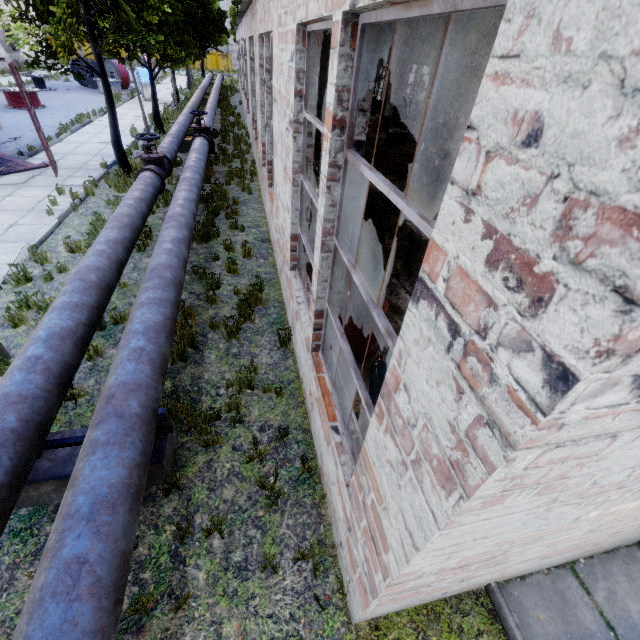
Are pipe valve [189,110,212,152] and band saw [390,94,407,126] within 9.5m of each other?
no

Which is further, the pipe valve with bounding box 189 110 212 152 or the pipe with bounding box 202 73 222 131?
the pipe with bounding box 202 73 222 131

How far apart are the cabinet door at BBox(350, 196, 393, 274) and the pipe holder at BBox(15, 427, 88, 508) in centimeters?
519cm

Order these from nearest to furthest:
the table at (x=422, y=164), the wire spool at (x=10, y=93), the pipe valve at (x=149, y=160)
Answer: the pipe valve at (x=149, y=160) → the table at (x=422, y=164) → the wire spool at (x=10, y=93)

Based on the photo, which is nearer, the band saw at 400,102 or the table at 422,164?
the table at 422,164

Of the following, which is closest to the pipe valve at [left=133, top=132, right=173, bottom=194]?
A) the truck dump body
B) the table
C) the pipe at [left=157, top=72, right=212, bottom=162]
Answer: the pipe at [left=157, top=72, right=212, bottom=162]

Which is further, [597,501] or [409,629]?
[409,629]

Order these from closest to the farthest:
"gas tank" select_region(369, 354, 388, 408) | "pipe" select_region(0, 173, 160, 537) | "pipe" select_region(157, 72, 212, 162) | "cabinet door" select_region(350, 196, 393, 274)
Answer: "pipe" select_region(0, 173, 160, 537)
"gas tank" select_region(369, 354, 388, 408)
"cabinet door" select_region(350, 196, 393, 274)
"pipe" select_region(157, 72, 212, 162)
